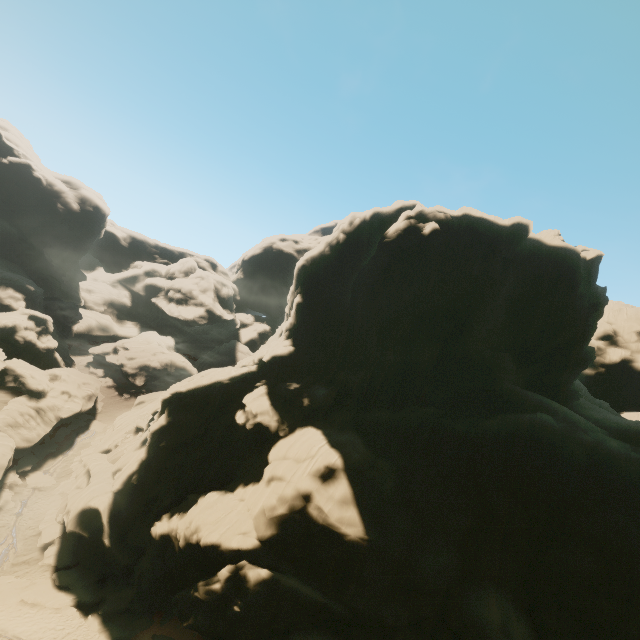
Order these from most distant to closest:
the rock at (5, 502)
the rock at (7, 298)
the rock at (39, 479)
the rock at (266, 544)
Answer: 1. the rock at (7, 298)
2. the rock at (39, 479)
3. the rock at (5, 502)
4. the rock at (266, 544)

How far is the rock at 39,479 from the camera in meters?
35.1 m

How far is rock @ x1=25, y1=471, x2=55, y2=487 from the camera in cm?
3512

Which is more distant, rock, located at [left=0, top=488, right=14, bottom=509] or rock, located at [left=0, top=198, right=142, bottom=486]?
rock, located at [left=0, top=198, right=142, bottom=486]

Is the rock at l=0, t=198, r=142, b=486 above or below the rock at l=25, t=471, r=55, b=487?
above

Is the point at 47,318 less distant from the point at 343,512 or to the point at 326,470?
the point at 326,470
